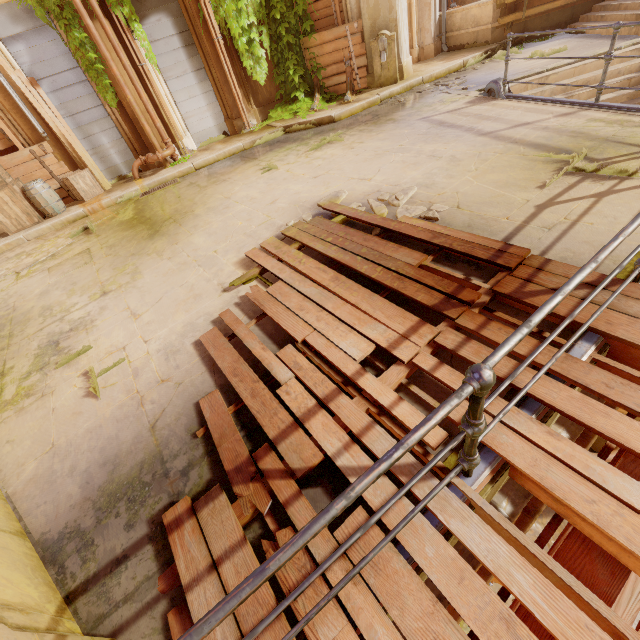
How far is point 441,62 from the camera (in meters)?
10.02

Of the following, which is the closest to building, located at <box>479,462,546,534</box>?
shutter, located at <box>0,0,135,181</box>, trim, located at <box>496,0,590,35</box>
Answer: trim, located at <box>496,0,590,35</box>

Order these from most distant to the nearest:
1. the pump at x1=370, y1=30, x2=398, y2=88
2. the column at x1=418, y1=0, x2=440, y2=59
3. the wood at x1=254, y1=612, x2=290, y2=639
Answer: the column at x1=418, y1=0, x2=440, y2=59
the pump at x1=370, y1=30, x2=398, y2=88
the wood at x1=254, y1=612, x2=290, y2=639

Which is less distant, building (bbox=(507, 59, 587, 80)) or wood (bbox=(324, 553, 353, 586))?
wood (bbox=(324, 553, 353, 586))

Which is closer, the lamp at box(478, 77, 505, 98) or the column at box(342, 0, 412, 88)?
the lamp at box(478, 77, 505, 98)

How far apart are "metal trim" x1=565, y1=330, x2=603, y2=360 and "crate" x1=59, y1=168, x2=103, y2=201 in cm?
1085

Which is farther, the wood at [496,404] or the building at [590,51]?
the building at [590,51]

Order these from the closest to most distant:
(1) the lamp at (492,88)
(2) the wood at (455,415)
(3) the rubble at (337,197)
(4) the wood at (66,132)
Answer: (2) the wood at (455,415) < (3) the rubble at (337,197) < (1) the lamp at (492,88) < (4) the wood at (66,132)
